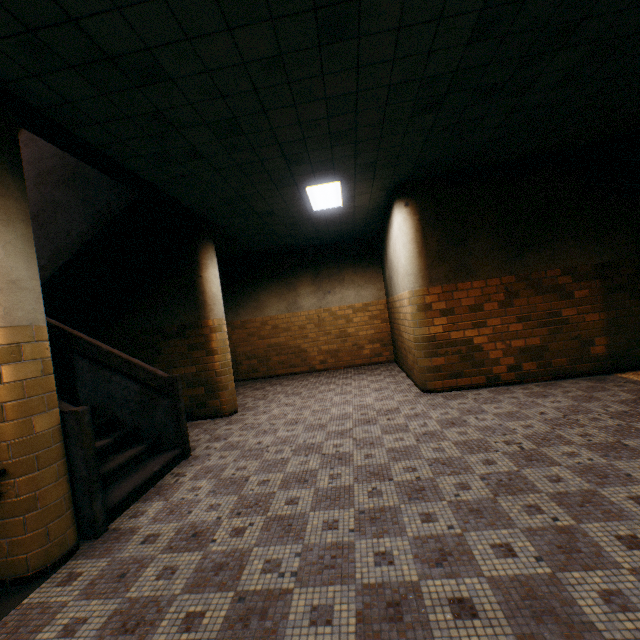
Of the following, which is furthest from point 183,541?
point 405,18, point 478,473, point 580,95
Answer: point 580,95

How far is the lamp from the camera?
5.6m

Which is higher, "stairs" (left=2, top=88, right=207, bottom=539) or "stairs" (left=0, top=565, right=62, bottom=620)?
"stairs" (left=2, top=88, right=207, bottom=539)

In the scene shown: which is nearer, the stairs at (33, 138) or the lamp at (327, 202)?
the stairs at (33, 138)

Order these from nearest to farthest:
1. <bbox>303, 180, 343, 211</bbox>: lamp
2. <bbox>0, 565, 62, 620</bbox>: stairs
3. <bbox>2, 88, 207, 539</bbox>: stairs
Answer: <bbox>0, 565, 62, 620</bbox>: stairs
<bbox>2, 88, 207, 539</bbox>: stairs
<bbox>303, 180, 343, 211</bbox>: lamp

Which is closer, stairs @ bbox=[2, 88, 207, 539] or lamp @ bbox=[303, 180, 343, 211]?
stairs @ bbox=[2, 88, 207, 539]

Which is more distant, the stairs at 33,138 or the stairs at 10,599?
the stairs at 33,138

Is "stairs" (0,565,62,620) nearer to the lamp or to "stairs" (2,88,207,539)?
"stairs" (2,88,207,539)
